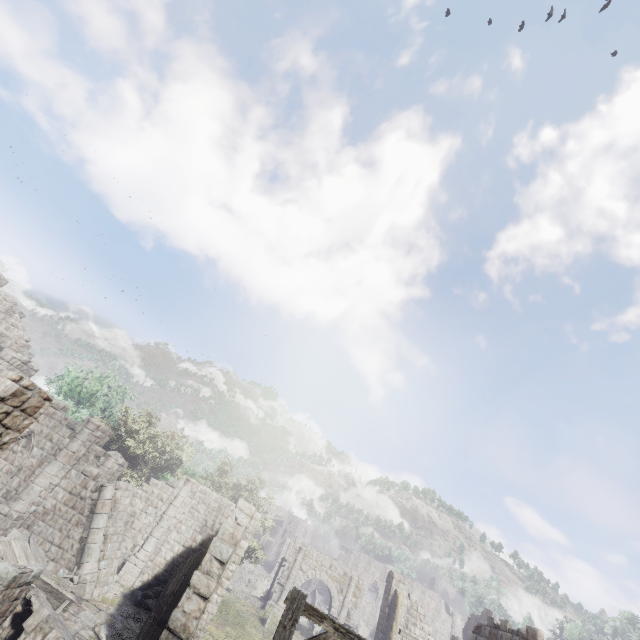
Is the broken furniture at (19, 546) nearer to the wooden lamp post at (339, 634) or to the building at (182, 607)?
the building at (182, 607)

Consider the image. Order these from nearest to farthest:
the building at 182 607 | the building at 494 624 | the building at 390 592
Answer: the building at 182 607 < the building at 494 624 < the building at 390 592

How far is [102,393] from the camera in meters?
33.8 m

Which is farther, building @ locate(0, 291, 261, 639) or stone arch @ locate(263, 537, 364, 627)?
stone arch @ locate(263, 537, 364, 627)

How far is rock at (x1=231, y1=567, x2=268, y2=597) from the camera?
48.4m

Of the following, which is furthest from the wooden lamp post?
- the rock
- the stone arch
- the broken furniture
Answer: the rock

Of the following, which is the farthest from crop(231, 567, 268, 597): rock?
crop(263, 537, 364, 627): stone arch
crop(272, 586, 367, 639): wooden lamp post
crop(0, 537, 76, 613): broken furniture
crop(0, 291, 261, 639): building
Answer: crop(272, 586, 367, 639): wooden lamp post

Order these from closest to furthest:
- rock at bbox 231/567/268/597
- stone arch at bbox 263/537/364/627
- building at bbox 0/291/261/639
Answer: building at bbox 0/291/261/639, stone arch at bbox 263/537/364/627, rock at bbox 231/567/268/597
